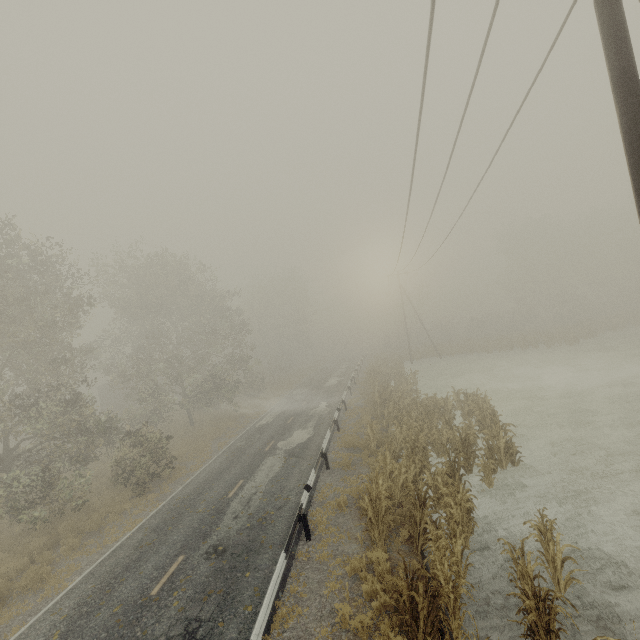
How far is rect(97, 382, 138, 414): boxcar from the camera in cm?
4203

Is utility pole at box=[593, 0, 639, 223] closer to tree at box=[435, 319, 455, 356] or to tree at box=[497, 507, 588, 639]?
tree at box=[497, 507, 588, 639]

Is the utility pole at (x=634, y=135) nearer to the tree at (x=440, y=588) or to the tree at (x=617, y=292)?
the tree at (x=440, y=588)

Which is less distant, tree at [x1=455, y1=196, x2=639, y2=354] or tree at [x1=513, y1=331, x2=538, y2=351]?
tree at [x1=513, y1=331, x2=538, y2=351]

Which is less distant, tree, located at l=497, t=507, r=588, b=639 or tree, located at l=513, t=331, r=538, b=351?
tree, located at l=497, t=507, r=588, b=639

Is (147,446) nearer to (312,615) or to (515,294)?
(312,615)
